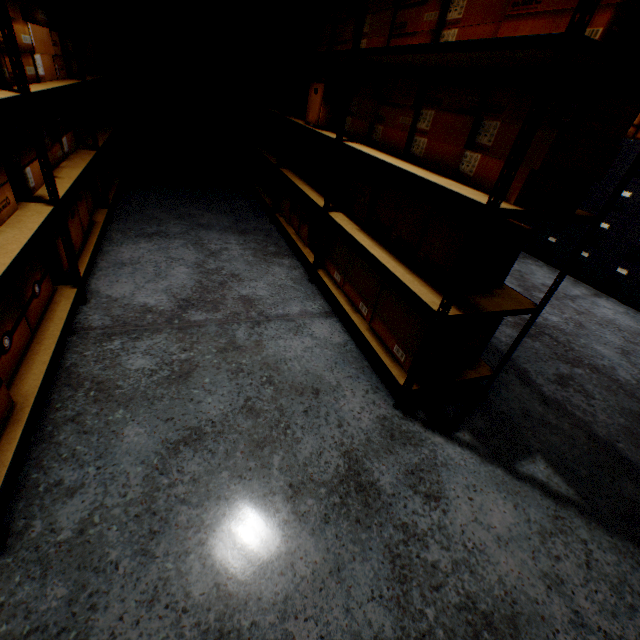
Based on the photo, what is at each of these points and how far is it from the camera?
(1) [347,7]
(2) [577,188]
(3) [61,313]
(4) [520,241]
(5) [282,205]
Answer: (1) cardboard box, 2.11m
(2) cardboard box, 1.11m
(3) rack, 1.49m
(4) cardboard box, 1.47m
(5) cardboard box, 3.15m

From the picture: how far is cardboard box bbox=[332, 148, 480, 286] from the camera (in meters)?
1.41

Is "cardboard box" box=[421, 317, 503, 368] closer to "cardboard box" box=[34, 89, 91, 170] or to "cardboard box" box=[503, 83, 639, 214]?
"cardboard box" box=[503, 83, 639, 214]

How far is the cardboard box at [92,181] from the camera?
1.8m

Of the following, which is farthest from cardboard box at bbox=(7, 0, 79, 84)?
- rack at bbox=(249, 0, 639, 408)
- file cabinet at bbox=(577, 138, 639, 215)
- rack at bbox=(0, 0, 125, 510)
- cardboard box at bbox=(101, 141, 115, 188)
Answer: file cabinet at bbox=(577, 138, 639, 215)

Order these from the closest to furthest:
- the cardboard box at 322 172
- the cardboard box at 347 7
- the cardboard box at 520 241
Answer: the cardboard box at 520 241
the cardboard box at 347 7
the cardboard box at 322 172

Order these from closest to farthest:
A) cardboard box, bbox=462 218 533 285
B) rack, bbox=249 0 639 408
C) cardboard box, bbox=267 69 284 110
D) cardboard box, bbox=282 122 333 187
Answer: rack, bbox=249 0 639 408 → cardboard box, bbox=462 218 533 285 → cardboard box, bbox=282 122 333 187 → cardboard box, bbox=267 69 284 110

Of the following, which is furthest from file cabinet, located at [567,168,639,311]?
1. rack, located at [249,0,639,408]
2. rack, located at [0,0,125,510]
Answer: rack, located at [0,0,125,510]
